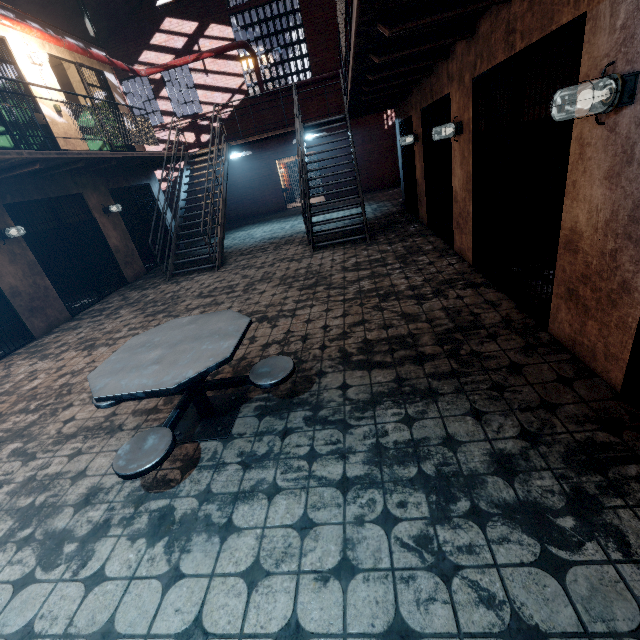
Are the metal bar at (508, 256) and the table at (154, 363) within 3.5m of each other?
yes

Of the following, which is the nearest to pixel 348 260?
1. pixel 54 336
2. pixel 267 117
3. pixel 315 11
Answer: pixel 54 336

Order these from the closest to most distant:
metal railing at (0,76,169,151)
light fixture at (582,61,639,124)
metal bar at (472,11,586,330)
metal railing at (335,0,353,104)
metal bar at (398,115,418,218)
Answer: light fixture at (582,61,639,124), metal bar at (472,11,586,330), metal railing at (335,0,353,104), metal railing at (0,76,169,151), metal bar at (398,115,418,218)

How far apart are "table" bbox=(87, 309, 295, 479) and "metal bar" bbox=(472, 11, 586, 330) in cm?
244

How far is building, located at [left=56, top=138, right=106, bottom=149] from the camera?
7.4m

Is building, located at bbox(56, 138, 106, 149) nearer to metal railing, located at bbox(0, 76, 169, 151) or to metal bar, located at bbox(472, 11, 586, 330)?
metal railing, located at bbox(0, 76, 169, 151)

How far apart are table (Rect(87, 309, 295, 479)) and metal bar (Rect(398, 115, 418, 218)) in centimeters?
657cm

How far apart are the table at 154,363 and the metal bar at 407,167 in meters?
6.6
